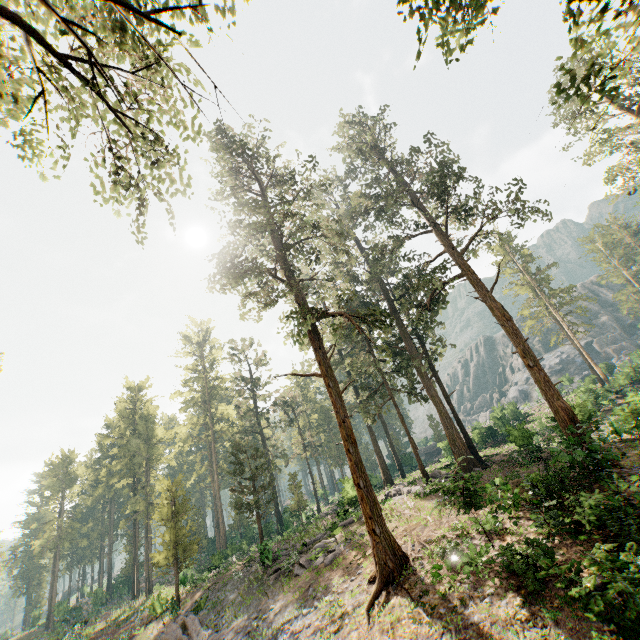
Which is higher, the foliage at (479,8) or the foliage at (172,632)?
the foliage at (479,8)

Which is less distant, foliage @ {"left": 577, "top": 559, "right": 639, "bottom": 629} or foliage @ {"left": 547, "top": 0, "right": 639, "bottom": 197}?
foliage @ {"left": 577, "top": 559, "right": 639, "bottom": 629}

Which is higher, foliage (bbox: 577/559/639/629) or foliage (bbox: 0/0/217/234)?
foliage (bbox: 0/0/217/234)

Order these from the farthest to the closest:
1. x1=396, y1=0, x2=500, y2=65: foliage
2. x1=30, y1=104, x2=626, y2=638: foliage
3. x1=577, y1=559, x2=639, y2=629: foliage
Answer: x1=30, y1=104, x2=626, y2=638: foliage → x1=577, y1=559, x2=639, y2=629: foliage → x1=396, y1=0, x2=500, y2=65: foliage

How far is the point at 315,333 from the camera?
20.2 meters
